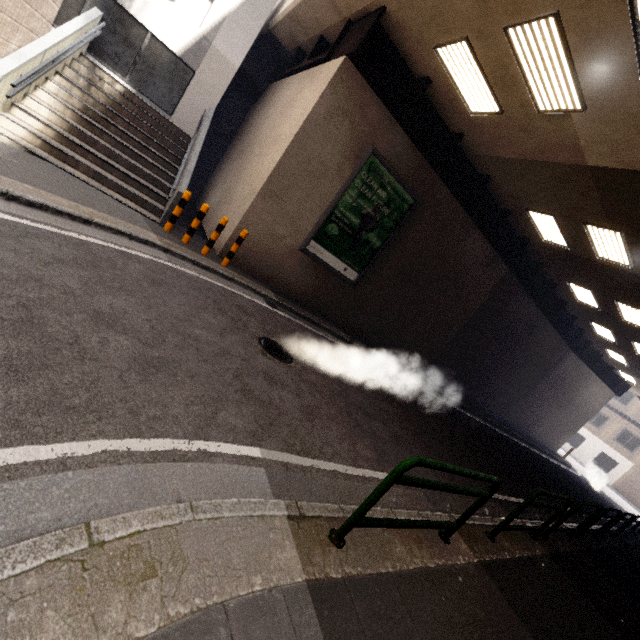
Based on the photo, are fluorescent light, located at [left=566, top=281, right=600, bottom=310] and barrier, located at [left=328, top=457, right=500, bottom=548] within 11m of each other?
no

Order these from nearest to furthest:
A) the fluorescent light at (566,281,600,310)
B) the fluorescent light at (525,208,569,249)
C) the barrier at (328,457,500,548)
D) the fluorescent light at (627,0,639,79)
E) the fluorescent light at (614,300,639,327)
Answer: the barrier at (328,457,500,548), the fluorescent light at (627,0,639,79), the fluorescent light at (525,208,569,249), the fluorescent light at (614,300,639,327), the fluorescent light at (566,281,600,310)

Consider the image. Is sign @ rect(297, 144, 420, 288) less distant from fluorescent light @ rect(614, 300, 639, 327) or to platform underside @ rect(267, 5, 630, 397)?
platform underside @ rect(267, 5, 630, 397)

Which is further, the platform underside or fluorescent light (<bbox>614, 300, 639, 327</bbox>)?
fluorescent light (<bbox>614, 300, 639, 327</bbox>)

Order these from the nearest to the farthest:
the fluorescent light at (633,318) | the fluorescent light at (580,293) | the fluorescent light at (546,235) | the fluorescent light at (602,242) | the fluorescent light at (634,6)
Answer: the fluorescent light at (634,6) < the fluorescent light at (602,242) < the fluorescent light at (546,235) < the fluorescent light at (633,318) < the fluorescent light at (580,293)

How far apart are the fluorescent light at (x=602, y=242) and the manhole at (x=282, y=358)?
9.31m

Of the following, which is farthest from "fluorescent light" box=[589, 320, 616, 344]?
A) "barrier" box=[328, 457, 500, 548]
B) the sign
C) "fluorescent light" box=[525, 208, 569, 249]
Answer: "barrier" box=[328, 457, 500, 548]

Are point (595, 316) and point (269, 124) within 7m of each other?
no
